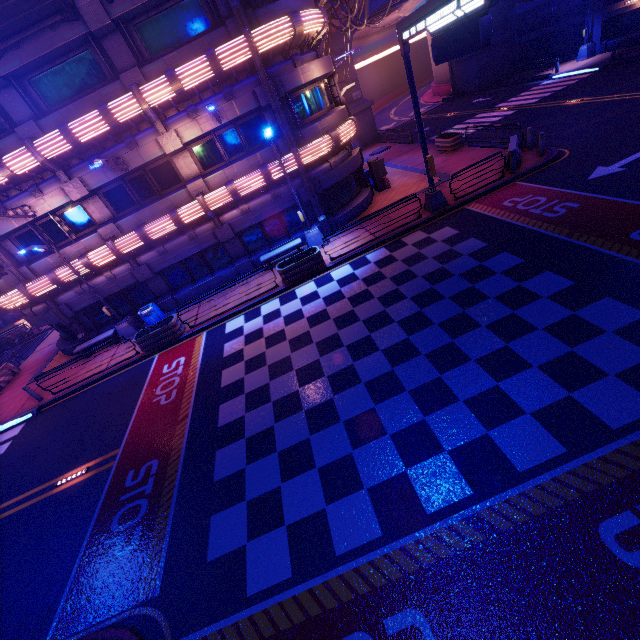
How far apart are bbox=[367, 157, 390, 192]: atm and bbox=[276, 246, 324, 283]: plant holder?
8.3m

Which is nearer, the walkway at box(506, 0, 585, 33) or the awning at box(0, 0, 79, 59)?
the awning at box(0, 0, 79, 59)

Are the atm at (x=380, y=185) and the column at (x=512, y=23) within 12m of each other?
no

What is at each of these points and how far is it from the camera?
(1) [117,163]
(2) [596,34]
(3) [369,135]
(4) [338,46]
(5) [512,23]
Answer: (1) street light, 14.4 meters
(2) column, 26.8 meters
(3) wall arch, 36.0 meters
(4) wall arch, 31.9 meters
(5) column, 33.3 meters

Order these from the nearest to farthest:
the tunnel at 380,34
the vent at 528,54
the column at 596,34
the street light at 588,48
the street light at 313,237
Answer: the street light at 313,237
the column at 596,34
the street light at 588,48
the vent at 528,54
the tunnel at 380,34

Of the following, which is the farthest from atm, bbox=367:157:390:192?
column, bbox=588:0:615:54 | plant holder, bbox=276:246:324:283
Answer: column, bbox=588:0:615:54

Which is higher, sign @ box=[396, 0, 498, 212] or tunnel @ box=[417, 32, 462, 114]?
sign @ box=[396, 0, 498, 212]

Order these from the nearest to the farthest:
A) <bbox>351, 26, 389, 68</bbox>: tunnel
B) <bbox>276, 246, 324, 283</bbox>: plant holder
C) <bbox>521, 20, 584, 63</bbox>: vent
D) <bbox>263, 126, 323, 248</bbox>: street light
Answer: <bbox>263, 126, 323, 248</bbox>: street light < <bbox>276, 246, 324, 283</bbox>: plant holder < <bbox>521, 20, 584, 63</bbox>: vent < <bbox>351, 26, 389, 68</bbox>: tunnel
